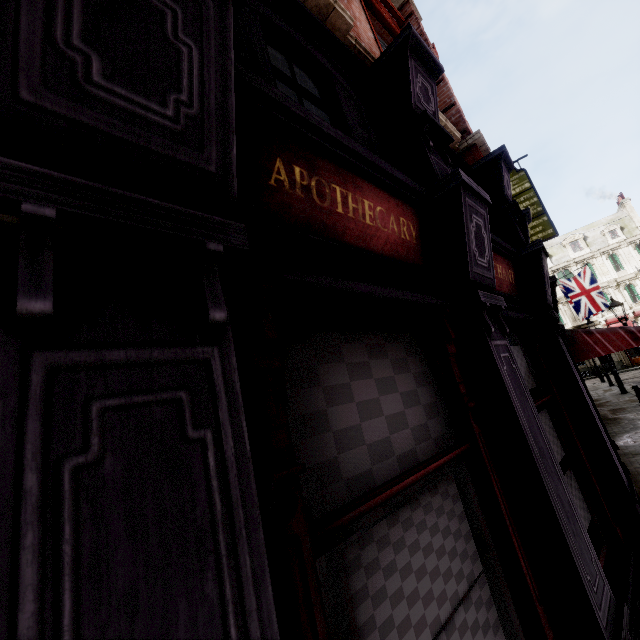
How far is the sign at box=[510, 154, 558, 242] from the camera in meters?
15.8

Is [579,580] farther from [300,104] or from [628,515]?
[300,104]

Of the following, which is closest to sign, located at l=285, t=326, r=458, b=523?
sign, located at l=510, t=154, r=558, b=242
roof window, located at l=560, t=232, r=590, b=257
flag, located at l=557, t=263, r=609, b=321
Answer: sign, located at l=510, t=154, r=558, b=242

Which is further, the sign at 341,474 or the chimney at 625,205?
the chimney at 625,205

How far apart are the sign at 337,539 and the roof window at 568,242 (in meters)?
50.69

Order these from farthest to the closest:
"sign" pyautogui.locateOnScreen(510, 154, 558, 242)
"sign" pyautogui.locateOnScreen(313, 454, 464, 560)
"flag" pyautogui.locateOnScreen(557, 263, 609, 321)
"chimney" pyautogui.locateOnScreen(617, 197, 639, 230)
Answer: "chimney" pyautogui.locateOnScreen(617, 197, 639, 230) < "flag" pyautogui.locateOnScreen(557, 263, 609, 321) < "sign" pyautogui.locateOnScreen(510, 154, 558, 242) < "sign" pyautogui.locateOnScreen(313, 454, 464, 560)

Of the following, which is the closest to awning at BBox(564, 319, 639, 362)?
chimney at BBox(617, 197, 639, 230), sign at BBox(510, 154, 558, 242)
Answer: sign at BBox(510, 154, 558, 242)

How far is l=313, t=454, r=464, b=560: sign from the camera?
1.2 meters
